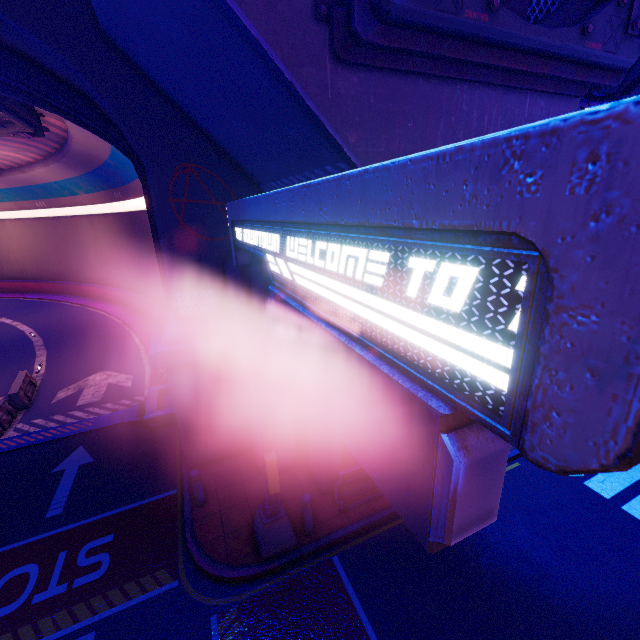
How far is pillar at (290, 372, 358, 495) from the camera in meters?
7.9

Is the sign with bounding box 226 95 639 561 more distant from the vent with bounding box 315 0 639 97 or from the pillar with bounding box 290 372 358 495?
the vent with bounding box 315 0 639 97

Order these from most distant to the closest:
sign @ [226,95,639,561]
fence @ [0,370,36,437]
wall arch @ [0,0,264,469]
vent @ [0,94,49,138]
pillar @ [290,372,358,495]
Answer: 1. fence @ [0,370,36,437]
2. vent @ [0,94,49,138]
3. pillar @ [290,372,358,495]
4. wall arch @ [0,0,264,469]
5. sign @ [226,95,639,561]

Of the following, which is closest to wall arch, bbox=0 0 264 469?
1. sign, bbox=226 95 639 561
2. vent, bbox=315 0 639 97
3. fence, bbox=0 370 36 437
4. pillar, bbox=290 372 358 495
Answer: pillar, bbox=290 372 358 495

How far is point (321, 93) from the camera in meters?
3.7

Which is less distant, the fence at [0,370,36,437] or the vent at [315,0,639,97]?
the vent at [315,0,639,97]

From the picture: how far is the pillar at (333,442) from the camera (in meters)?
7.88

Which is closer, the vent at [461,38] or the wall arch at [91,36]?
the vent at [461,38]
